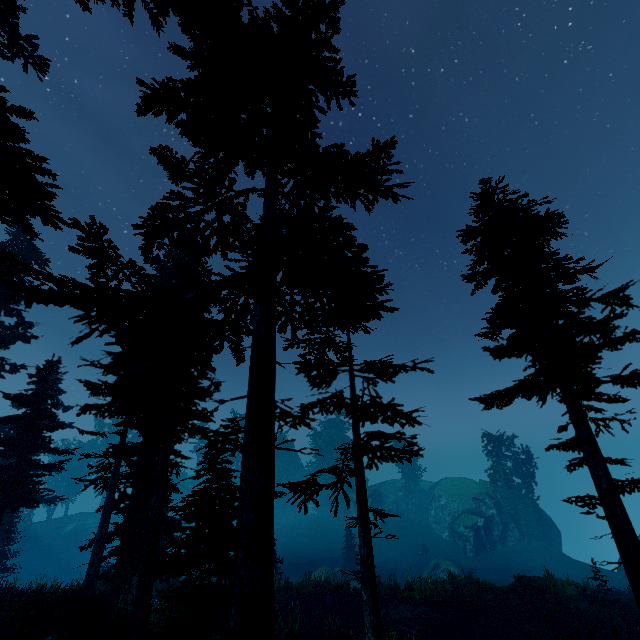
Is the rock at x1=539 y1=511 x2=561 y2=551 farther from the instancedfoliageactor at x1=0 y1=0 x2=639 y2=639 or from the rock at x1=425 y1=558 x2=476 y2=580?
the rock at x1=425 y1=558 x2=476 y2=580

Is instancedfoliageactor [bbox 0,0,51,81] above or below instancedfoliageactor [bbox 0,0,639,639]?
above

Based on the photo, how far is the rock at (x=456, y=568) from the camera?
32.6 meters

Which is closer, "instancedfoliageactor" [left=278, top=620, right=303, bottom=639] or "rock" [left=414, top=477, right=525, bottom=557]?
"instancedfoliageactor" [left=278, top=620, right=303, bottom=639]

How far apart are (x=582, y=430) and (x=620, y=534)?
2.7m

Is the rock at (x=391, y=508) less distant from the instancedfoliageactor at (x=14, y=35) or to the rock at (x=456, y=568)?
the instancedfoliageactor at (x=14, y=35)

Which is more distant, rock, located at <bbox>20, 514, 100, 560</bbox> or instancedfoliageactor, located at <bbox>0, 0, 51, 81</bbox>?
rock, located at <bbox>20, 514, 100, 560</bbox>

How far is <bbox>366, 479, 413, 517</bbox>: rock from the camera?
51.5 meters
